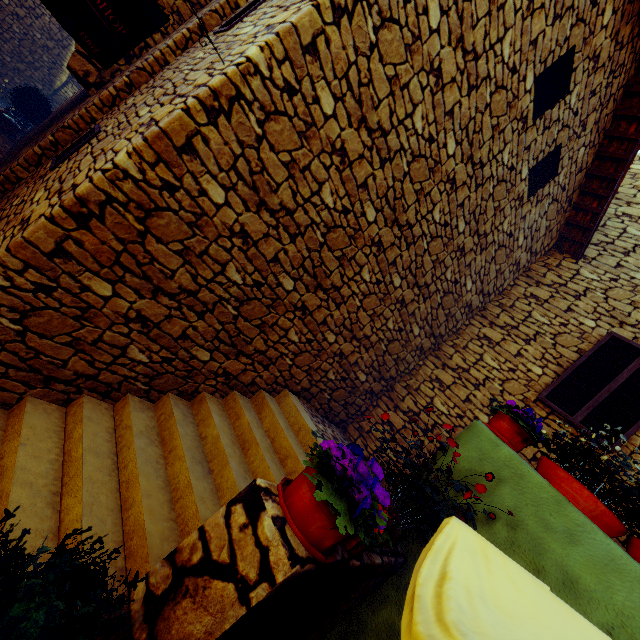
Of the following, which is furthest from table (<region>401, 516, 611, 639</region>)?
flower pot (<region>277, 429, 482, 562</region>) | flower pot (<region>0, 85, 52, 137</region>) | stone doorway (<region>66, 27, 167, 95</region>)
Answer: flower pot (<region>0, 85, 52, 137</region>)

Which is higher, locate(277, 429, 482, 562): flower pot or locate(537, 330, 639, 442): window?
locate(537, 330, 639, 442): window

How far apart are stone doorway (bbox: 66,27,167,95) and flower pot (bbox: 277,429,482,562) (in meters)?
6.51

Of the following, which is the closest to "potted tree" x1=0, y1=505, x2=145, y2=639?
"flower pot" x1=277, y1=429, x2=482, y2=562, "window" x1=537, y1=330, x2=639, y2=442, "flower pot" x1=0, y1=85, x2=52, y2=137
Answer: "flower pot" x1=277, y1=429, x2=482, y2=562

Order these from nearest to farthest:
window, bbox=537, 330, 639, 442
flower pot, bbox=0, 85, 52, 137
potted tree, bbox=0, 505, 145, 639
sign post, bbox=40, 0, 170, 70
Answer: potted tree, bbox=0, 505, 145, 639, sign post, bbox=40, 0, 170, 70, window, bbox=537, 330, 639, 442, flower pot, bbox=0, 85, 52, 137

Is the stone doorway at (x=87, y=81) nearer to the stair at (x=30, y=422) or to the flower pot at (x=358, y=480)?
the stair at (x=30, y=422)

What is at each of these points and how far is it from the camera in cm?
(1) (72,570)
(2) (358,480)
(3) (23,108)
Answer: (1) potted tree, 118
(2) flower pot, 146
(3) flower pot, 778

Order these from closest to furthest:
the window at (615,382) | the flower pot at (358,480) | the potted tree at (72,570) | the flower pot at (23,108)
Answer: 1. the potted tree at (72,570)
2. the flower pot at (358,480)
3. the window at (615,382)
4. the flower pot at (23,108)
